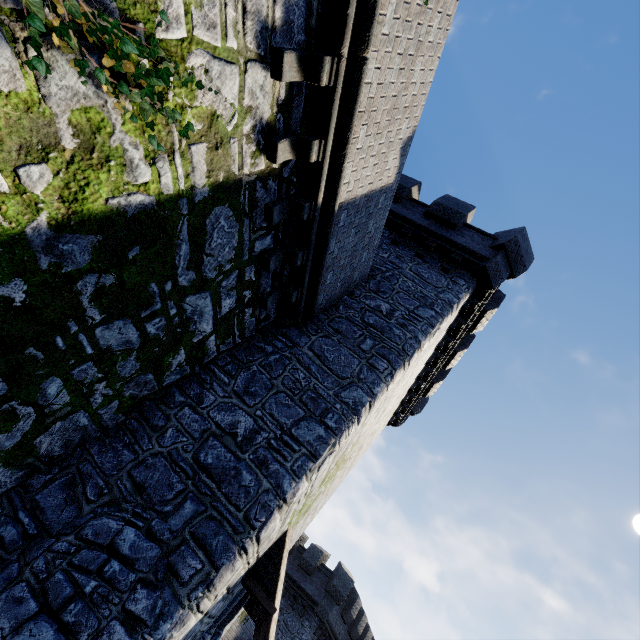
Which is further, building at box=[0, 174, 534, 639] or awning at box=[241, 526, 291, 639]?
awning at box=[241, 526, 291, 639]

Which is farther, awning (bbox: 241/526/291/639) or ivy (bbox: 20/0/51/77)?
awning (bbox: 241/526/291/639)

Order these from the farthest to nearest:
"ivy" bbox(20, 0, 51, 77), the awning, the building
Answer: the awning, the building, "ivy" bbox(20, 0, 51, 77)

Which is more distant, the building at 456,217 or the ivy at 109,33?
the building at 456,217

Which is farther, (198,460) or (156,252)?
(198,460)

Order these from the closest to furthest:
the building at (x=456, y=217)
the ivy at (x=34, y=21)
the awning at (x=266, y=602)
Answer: the ivy at (x=34, y=21)
the building at (x=456, y=217)
the awning at (x=266, y=602)

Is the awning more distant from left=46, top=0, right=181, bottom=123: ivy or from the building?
left=46, top=0, right=181, bottom=123: ivy

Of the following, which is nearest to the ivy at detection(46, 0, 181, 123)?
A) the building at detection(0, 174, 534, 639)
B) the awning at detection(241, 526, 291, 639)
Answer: the building at detection(0, 174, 534, 639)
